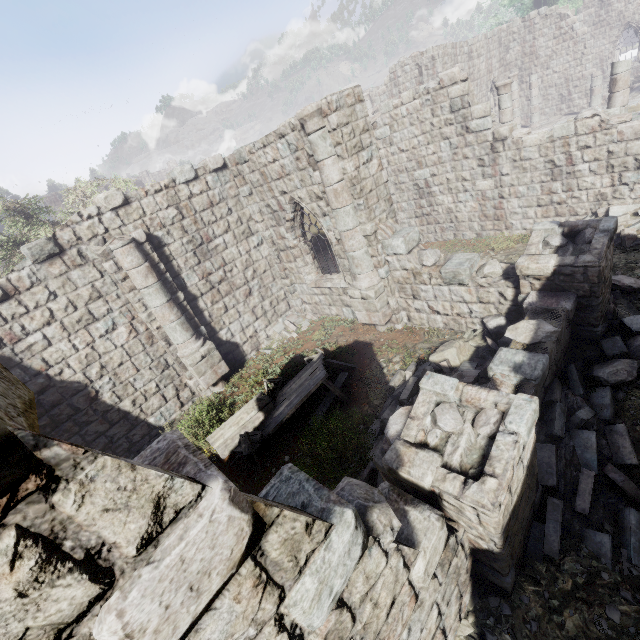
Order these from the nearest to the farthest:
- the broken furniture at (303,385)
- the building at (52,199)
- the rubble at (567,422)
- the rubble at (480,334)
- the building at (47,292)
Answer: the building at (47,292) → the rubble at (567,422) → the rubble at (480,334) → the broken furniture at (303,385) → the building at (52,199)

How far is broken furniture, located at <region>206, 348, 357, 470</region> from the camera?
7.6 meters

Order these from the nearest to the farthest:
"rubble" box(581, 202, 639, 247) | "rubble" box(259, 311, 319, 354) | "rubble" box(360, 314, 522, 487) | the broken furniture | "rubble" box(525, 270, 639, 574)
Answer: "rubble" box(525, 270, 639, 574), "rubble" box(360, 314, 522, 487), the broken furniture, "rubble" box(581, 202, 639, 247), "rubble" box(259, 311, 319, 354)

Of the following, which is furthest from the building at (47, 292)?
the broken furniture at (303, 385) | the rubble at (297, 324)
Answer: the broken furniture at (303, 385)

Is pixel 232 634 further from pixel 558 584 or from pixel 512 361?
pixel 512 361

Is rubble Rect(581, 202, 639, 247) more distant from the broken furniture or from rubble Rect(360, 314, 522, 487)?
the broken furniture

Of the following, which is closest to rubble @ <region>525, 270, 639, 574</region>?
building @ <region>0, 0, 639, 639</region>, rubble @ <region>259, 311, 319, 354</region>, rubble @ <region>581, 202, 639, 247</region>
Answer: building @ <region>0, 0, 639, 639</region>

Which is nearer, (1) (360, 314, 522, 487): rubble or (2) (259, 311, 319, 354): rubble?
(1) (360, 314, 522, 487): rubble
